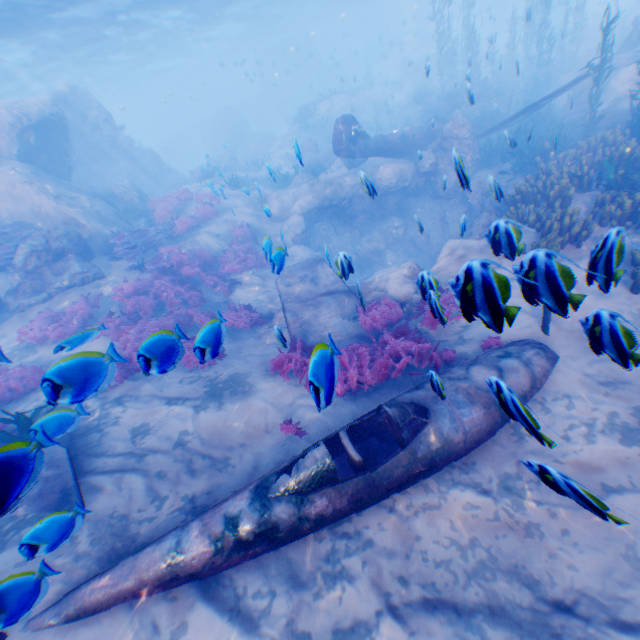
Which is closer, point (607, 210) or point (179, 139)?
point (607, 210)

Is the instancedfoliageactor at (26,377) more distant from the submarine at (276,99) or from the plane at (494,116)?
the submarine at (276,99)

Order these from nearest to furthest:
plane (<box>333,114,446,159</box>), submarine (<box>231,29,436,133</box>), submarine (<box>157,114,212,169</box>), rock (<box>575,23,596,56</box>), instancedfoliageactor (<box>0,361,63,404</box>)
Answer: instancedfoliageactor (<box>0,361,63,404</box>) → plane (<box>333,114,446,159</box>) → rock (<box>575,23,596,56</box>) → submarine (<box>231,29,436,133</box>) → submarine (<box>157,114,212,169</box>)

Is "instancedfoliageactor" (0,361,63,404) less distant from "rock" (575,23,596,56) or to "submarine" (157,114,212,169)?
"rock" (575,23,596,56)

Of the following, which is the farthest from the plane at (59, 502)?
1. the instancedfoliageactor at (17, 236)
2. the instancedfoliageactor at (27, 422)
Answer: the instancedfoliageactor at (17, 236)

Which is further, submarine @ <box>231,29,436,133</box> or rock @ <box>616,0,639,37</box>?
submarine @ <box>231,29,436,133</box>

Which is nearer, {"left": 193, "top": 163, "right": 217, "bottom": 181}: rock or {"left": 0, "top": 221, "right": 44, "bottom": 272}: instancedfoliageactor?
{"left": 0, "top": 221, "right": 44, "bottom": 272}: instancedfoliageactor

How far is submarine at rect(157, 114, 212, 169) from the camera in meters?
50.8 m
